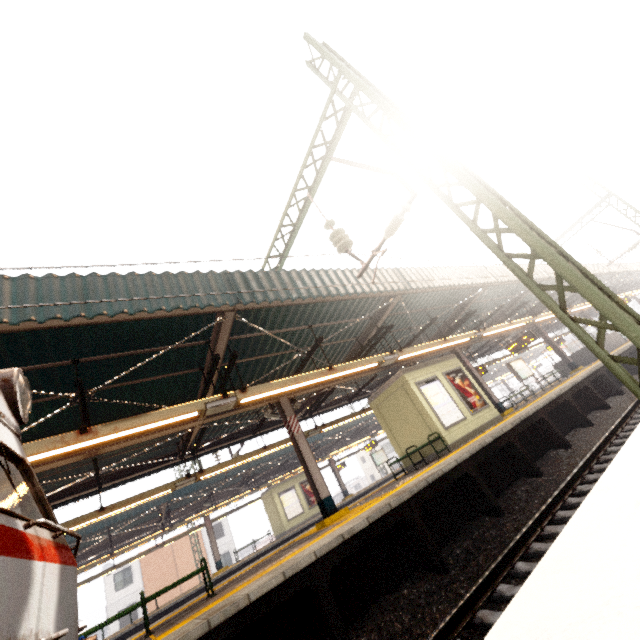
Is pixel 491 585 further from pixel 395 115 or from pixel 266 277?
pixel 395 115

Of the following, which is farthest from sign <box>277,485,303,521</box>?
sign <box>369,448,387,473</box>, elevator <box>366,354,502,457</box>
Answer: elevator <box>366,354,502,457</box>

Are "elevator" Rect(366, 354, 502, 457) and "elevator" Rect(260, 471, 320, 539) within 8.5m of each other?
no

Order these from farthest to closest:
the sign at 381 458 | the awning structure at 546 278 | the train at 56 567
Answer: the sign at 381 458 → the awning structure at 546 278 → the train at 56 567

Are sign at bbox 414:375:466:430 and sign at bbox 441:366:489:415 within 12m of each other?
yes

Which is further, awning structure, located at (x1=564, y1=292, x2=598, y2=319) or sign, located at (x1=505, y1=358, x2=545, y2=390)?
awning structure, located at (x1=564, y1=292, x2=598, y2=319)

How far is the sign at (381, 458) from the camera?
27.1 meters

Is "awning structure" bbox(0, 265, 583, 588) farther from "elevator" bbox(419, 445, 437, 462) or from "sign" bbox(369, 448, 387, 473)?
"sign" bbox(369, 448, 387, 473)
